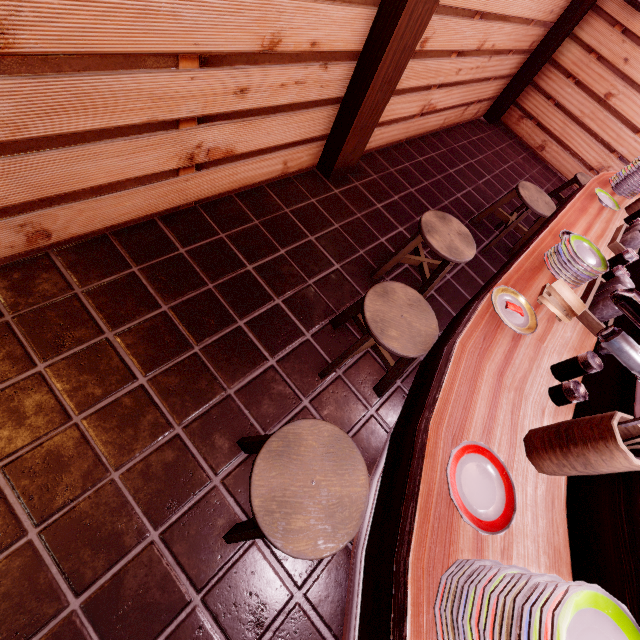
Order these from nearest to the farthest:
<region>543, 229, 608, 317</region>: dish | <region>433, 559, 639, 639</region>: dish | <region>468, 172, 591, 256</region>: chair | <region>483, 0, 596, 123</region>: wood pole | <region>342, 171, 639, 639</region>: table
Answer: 1. <region>433, 559, 639, 639</region>: dish
2. <region>342, 171, 639, 639</region>: table
3. <region>543, 229, 608, 317</region>: dish
4. <region>468, 172, 591, 256</region>: chair
5. <region>483, 0, 596, 123</region>: wood pole

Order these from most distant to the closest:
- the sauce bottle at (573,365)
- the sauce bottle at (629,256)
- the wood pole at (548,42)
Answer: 1. the wood pole at (548,42)
2. the sauce bottle at (629,256)
3. the sauce bottle at (573,365)

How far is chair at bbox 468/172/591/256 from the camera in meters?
5.8

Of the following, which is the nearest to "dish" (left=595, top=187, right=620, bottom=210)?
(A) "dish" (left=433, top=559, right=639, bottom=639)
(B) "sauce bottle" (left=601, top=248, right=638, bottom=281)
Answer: (B) "sauce bottle" (left=601, top=248, right=638, bottom=281)

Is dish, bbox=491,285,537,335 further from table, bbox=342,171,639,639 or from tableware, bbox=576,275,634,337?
tableware, bbox=576,275,634,337

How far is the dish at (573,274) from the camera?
2.99m

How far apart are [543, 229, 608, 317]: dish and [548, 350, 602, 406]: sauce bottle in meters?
1.3

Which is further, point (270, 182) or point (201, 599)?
point (270, 182)
